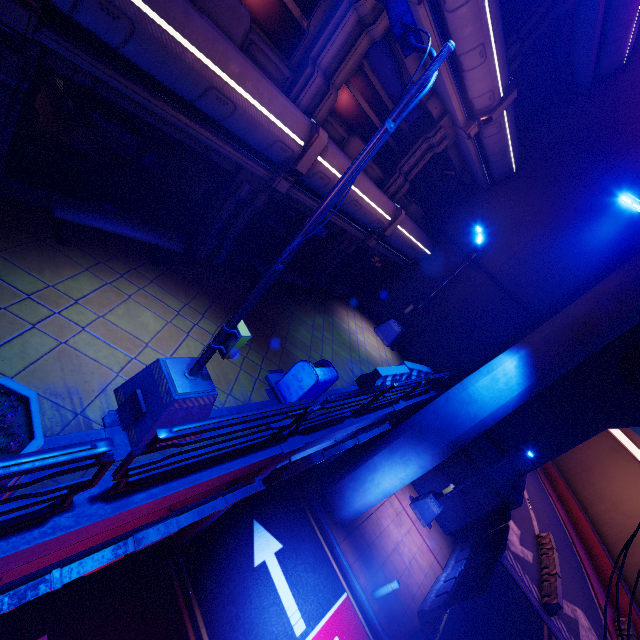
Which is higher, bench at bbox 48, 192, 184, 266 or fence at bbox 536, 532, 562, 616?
bench at bbox 48, 192, 184, 266

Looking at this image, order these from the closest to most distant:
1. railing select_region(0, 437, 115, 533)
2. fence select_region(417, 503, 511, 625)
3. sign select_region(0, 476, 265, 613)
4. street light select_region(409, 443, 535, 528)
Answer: railing select_region(0, 437, 115, 533)
sign select_region(0, 476, 265, 613)
fence select_region(417, 503, 511, 625)
street light select_region(409, 443, 535, 528)

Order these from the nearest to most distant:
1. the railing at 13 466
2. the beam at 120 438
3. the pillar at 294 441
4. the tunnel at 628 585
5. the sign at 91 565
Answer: the railing at 13 466, the sign at 91 565, the beam at 120 438, the pillar at 294 441, the tunnel at 628 585

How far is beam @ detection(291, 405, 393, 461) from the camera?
6.6 meters

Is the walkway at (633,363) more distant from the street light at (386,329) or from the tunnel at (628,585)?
the street light at (386,329)

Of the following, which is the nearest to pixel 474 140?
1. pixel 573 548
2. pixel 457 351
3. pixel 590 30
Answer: pixel 590 30

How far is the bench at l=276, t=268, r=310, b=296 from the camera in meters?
10.6 m

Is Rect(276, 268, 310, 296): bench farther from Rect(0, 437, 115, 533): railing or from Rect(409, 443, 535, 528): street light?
Rect(409, 443, 535, 528): street light
